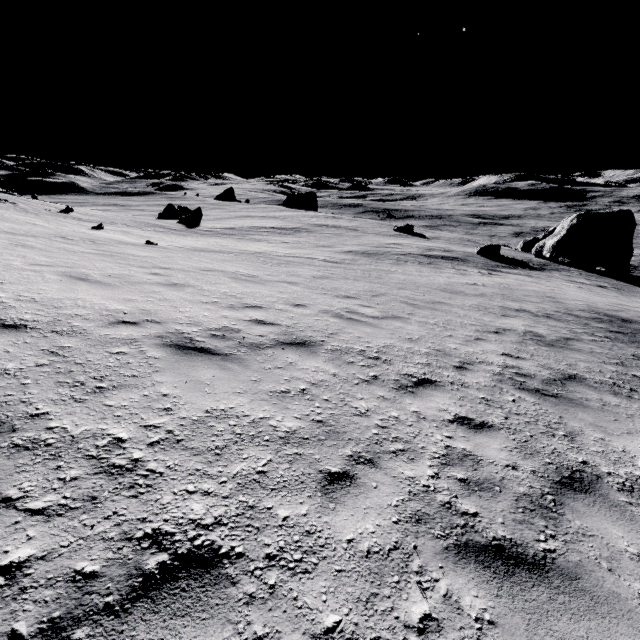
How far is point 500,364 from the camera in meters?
6.8
